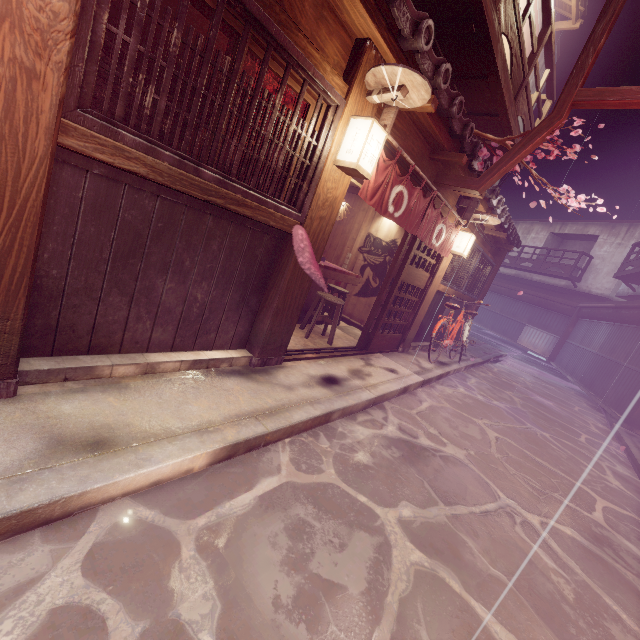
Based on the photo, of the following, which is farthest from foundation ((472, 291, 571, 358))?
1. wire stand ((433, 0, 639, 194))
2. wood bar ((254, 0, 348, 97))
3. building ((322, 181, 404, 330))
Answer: wire stand ((433, 0, 639, 194))

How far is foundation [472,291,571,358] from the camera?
34.2 meters

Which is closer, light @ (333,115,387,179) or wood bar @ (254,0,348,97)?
wood bar @ (254,0,348,97)

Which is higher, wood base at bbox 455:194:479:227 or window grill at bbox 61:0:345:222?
Answer: wood base at bbox 455:194:479:227

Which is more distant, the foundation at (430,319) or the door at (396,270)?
the foundation at (430,319)

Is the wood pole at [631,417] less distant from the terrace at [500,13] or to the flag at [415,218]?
the flag at [415,218]

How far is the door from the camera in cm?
958

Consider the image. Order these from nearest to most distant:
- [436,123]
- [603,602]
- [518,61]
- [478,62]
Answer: [603,602]
[436,123]
[478,62]
[518,61]
